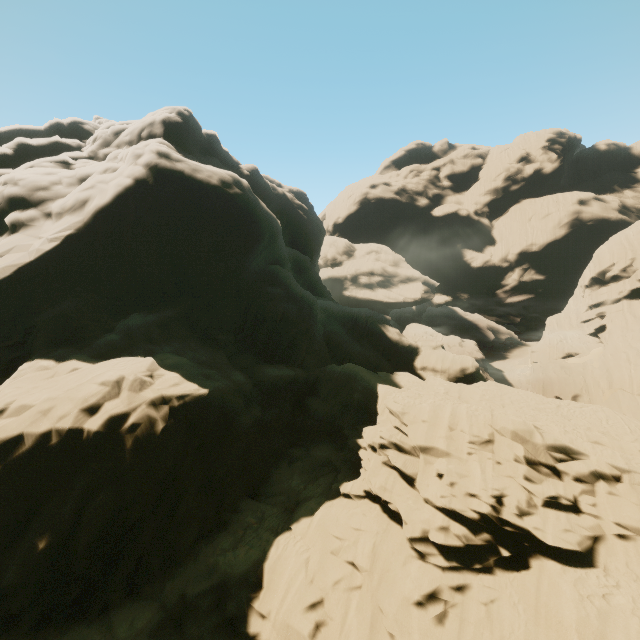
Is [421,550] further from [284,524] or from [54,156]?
[54,156]
